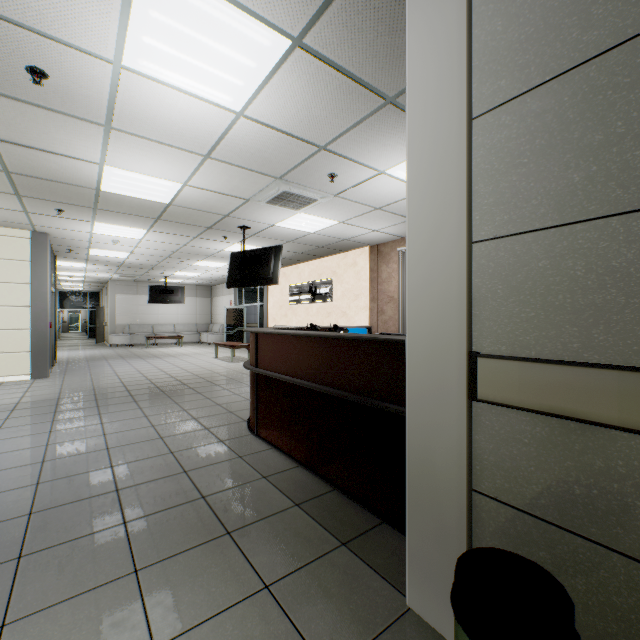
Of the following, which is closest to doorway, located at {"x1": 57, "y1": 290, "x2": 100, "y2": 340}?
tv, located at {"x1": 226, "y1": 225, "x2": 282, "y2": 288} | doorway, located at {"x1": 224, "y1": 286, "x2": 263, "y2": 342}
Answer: doorway, located at {"x1": 224, "y1": 286, "x2": 263, "y2": 342}

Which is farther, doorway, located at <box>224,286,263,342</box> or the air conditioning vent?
doorway, located at <box>224,286,263,342</box>

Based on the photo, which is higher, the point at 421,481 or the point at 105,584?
the point at 421,481

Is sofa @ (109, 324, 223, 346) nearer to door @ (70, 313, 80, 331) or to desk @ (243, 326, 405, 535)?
desk @ (243, 326, 405, 535)

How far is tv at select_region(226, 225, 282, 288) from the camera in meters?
6.7 m

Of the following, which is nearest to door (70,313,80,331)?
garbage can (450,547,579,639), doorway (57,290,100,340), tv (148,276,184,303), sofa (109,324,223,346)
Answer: doorway (57,290,100,340)

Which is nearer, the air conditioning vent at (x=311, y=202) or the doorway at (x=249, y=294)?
the air conditioning vent at (x=311, y=202)

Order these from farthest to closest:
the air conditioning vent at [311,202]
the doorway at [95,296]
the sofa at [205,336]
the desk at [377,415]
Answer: the doorway at [95,296] < the sofa at [205,336] < the air conditioning vent at [311,202] < the desk at [377,415]
